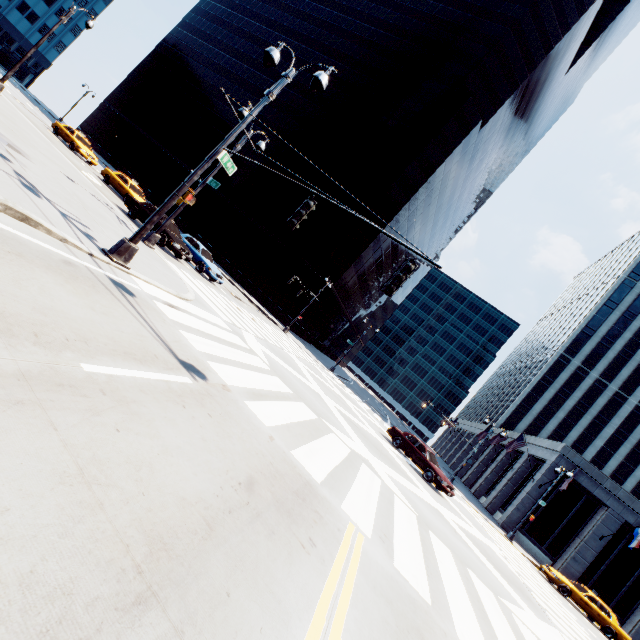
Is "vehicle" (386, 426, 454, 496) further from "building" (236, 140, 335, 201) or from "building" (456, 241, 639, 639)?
"building" (236, 140, 335, 201)

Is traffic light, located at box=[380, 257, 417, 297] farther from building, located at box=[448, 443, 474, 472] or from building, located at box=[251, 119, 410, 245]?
building, located at box=[251, 119, 410, 245]

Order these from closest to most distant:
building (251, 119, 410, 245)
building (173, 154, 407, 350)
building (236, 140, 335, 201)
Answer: building (173, 154, 407, 350), building (251, 119, 410, 245), building (236, 140, 335, 201)

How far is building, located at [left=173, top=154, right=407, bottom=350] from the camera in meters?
43.1 m

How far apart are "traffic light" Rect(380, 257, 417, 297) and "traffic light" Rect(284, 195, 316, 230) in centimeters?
255cm

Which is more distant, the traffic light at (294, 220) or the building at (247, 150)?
the building at (247, 150)

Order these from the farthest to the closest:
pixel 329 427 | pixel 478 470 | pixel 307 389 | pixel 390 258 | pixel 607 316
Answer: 1. pixel 390 258
2. pixel 607 316
3. pixel 478 470
4. pixel 307 389
5. pixel 329 427

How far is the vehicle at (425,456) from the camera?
17.9 meters
